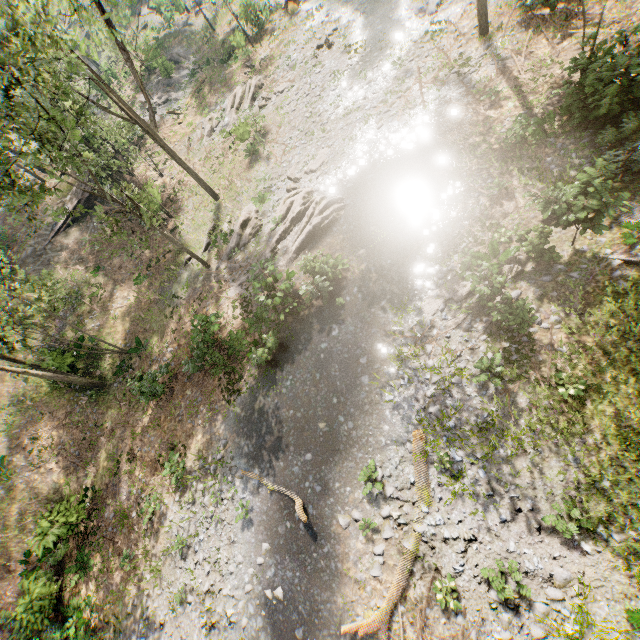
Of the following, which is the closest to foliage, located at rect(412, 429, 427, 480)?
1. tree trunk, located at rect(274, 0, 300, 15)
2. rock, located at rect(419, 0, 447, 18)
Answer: tree trunk, located at rect(274, 0, 300, 15)

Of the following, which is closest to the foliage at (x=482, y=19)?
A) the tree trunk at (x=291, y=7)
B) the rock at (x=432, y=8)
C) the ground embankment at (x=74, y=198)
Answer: the ground embankment at (x=74, y=198)

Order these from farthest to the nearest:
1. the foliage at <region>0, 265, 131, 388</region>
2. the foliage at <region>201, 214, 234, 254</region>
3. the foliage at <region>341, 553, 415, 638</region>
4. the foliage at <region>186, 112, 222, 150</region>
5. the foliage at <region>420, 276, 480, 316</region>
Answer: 1. the foliage at <region>186, 112, 222, 150</region>
2. the foliage at <region>201, 214, 234, 254</region>
3. the foliage at <region>0, 265, 131, 388</region>
4. the foliage at <region>420, 276, 480, 316</region>
5. the foliage at <region>341, 553, 415, 638</region>

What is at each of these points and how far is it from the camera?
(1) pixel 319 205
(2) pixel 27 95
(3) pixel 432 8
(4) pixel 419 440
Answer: (1) foliage, 17.5 meters
(2) foliage, 10.5 meters
(3) rock, 20.3 meters
(4) foliage, 11.4 meters

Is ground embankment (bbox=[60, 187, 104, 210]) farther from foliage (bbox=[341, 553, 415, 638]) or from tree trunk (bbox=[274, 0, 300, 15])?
tree trunk (bbox=[274, 0, 300, 15])

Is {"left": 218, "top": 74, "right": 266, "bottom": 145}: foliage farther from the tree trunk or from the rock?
the rock

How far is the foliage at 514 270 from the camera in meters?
10.8 m

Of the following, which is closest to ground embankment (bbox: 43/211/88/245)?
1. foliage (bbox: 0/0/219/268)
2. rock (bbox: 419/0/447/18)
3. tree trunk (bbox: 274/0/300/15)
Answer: foliage (bbox: 0/0/219/268)
